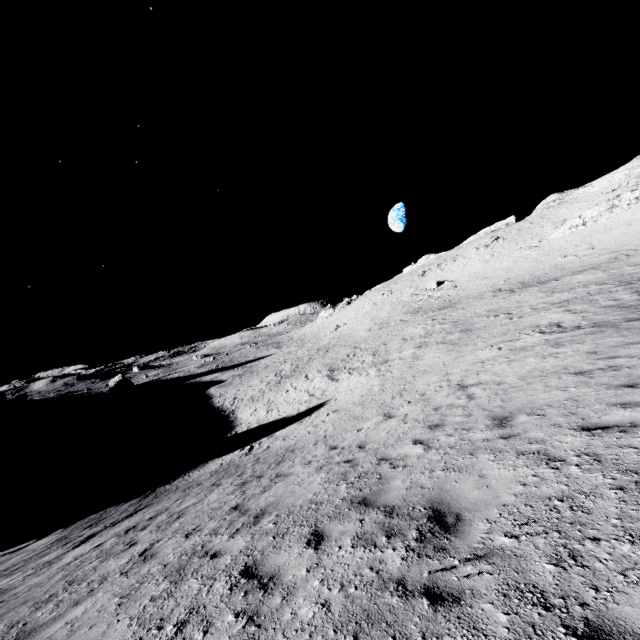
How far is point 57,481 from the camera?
24.4 meters
